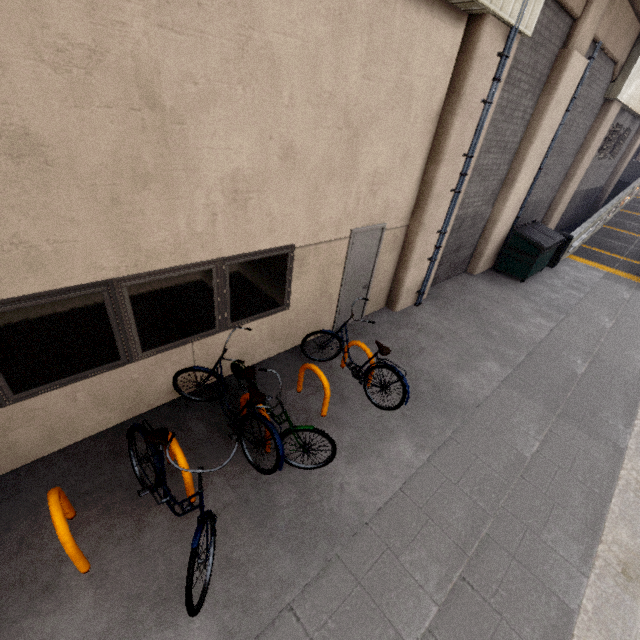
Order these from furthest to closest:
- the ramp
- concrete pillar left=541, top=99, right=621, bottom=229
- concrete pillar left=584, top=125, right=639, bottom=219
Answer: concrete pillar left=584, top=125, right=639, bottom=219 → the ramp → concrete pillar left=541, top=99, right=621, bottom=229

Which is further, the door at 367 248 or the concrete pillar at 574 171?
the concrete pillar at 574 171

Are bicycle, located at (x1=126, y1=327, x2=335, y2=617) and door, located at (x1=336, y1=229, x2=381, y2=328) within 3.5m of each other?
yes

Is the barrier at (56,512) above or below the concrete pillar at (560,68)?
below

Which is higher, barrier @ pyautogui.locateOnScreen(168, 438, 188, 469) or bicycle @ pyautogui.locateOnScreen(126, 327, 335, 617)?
barrier @ pyautogui.locateOnScreen(168, 438, 188, 469)

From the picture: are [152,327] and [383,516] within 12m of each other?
yes

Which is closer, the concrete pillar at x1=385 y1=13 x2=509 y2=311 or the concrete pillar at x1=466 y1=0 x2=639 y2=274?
the concrete pillar at x1=385 y1=13 x2=509 y2=311

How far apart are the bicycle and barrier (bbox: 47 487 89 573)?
1.6m
